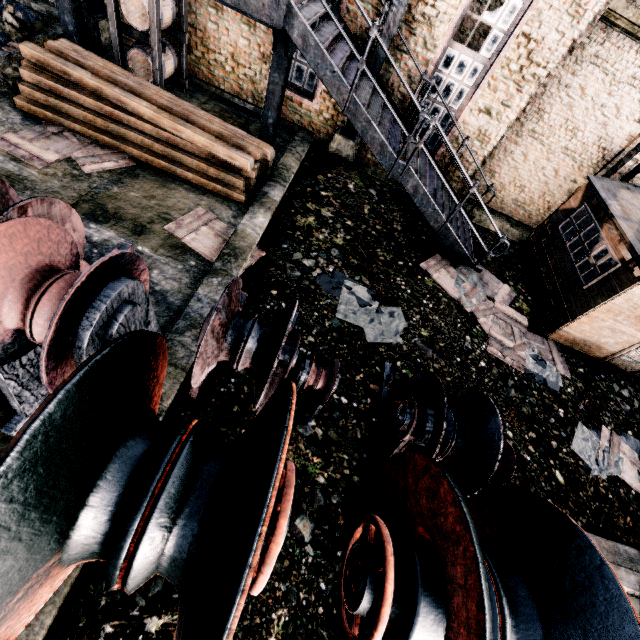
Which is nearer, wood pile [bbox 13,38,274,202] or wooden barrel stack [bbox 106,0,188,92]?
wood pile [bbox 13,38,274,202]

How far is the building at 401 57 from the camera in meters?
9.1 m

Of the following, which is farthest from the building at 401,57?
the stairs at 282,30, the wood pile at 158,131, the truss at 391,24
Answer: the wood pile at 158,131

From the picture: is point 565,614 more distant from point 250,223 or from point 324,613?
point 250,223

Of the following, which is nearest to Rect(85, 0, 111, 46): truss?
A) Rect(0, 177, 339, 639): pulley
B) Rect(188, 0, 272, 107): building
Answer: Rect(188, 0, 272, 107): building

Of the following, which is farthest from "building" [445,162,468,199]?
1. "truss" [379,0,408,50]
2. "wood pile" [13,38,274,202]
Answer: "wood pile" [13,38,274,202]

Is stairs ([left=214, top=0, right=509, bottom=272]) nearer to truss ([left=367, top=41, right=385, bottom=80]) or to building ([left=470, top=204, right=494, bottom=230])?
building ([left=470, top=204, right=494, bottom=230])

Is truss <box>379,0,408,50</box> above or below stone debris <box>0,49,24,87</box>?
above
